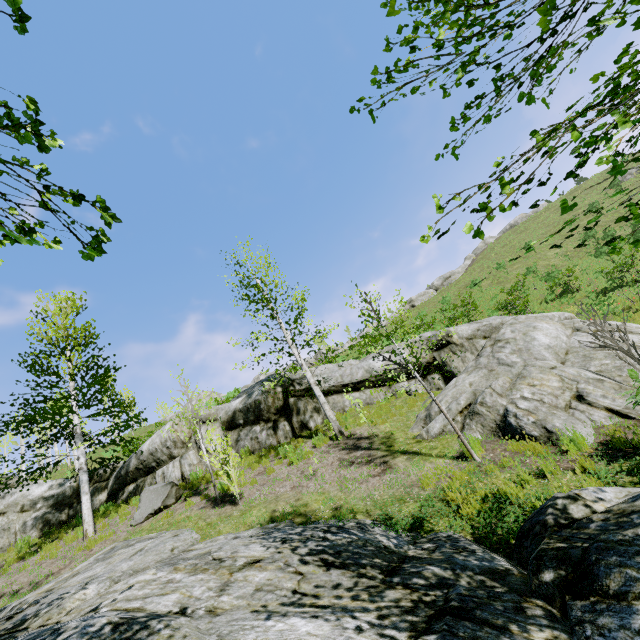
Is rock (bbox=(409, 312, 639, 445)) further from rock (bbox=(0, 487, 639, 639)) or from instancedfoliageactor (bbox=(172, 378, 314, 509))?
rock (bbox=(0, 487, 639, 639))

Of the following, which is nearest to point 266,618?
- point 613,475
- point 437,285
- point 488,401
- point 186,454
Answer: point 613,475

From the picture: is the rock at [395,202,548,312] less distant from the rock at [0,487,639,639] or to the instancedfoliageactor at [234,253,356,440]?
the instancedfoliageactor at [234,253,356,440]

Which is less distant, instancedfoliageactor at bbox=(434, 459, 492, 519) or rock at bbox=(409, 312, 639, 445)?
instancedfoliageactor at bbox=(434, 459, 492, 519)

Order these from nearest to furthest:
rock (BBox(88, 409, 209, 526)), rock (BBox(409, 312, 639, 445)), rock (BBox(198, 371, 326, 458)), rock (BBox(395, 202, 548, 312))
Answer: rock (BBox(409, 312, 639, 445)) → rock (BBox(88, 409, 209, 526)) → rock (BBox(198, 371, 326, 458)) → rock (BBox(395, 202, 548, 312))

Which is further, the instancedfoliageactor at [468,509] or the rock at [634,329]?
the rock at [634,329]

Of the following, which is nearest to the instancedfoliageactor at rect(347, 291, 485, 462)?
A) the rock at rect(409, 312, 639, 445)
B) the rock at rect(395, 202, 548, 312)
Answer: the rock at rect(409, 312, 639, 445)

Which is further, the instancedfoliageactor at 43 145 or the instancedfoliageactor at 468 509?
the instancedfoliageactor at 468 509
